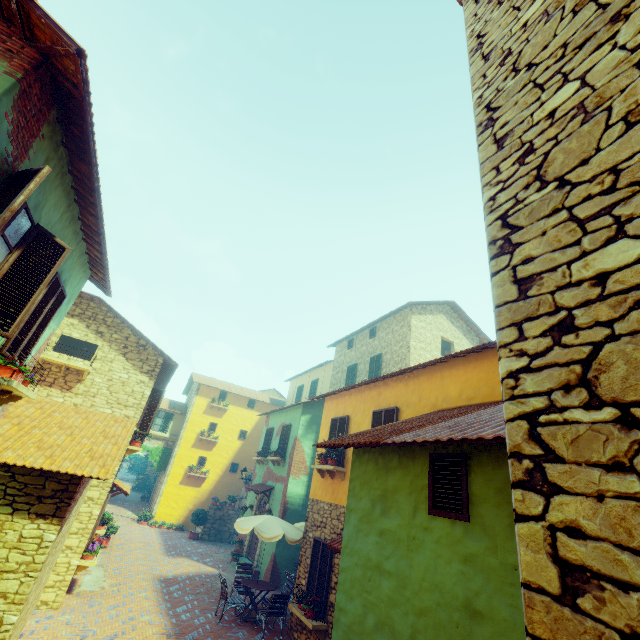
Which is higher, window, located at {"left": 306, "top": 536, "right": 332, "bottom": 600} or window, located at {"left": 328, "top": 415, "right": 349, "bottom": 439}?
window, located at {"left": 328, "top": 415, "right": 349, "bottom": 439}

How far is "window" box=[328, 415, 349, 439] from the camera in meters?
10.9

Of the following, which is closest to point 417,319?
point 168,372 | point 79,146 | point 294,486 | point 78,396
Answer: point 294,486

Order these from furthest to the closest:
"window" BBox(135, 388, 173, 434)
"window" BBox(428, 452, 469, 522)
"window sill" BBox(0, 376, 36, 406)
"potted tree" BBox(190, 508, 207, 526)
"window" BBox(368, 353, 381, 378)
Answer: "potted tree" BBox(190, 508, 207, 526)
"window" BBox(368, 353, 381, 378)
"window" BBox(135, 388, 173, 434)
"window sill" BBox(0, 376, 36, 406)
"window" BBox(428, 452, 469, 522)

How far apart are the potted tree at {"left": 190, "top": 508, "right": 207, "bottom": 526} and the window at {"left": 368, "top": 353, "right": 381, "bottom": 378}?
13.41m

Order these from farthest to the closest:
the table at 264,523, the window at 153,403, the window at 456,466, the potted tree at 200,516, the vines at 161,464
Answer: the vines at 161,464
the potted tree at 200,516
the window at 153,403
the table at 264,523
the window at 456,466

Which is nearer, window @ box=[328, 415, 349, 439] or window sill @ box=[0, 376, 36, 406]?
window sill @ box=[0, 376, 36, 406]

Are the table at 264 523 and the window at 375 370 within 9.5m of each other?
yes
